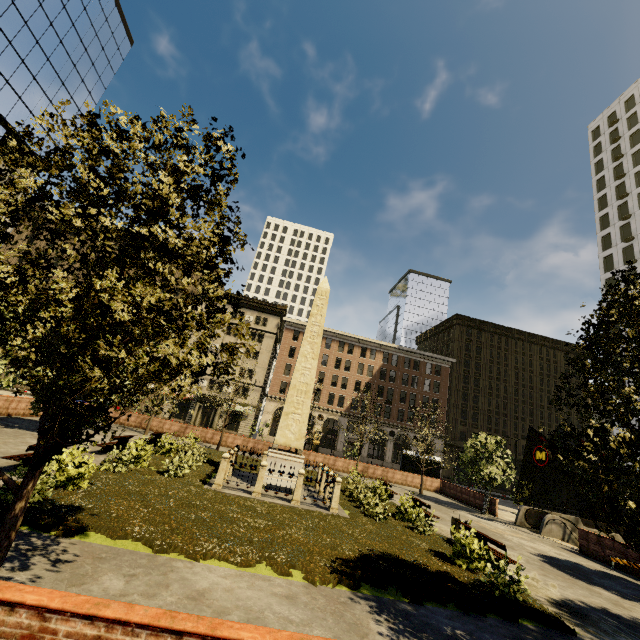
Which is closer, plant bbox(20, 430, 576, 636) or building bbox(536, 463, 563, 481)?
plant bbox(20, 430, 576, 636)

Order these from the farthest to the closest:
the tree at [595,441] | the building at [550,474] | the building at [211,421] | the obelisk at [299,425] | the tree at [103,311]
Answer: the building at [550,474], the building at [211,421], the obelisk at [299,425], the tree at [595,441], the tree at [103,311]

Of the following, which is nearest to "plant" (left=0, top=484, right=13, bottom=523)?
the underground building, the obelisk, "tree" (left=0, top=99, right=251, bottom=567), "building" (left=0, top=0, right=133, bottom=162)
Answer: "tree" (left=0, top=99, right=251, bottom=567)

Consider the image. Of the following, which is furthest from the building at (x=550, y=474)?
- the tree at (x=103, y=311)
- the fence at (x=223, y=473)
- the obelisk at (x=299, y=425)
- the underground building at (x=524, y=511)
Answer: the obelisk at (x=299, y=425)

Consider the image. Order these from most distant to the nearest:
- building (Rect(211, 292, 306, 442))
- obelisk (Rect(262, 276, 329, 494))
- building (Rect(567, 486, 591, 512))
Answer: building (Rect(567, 486, 591, 512))
building (Rect(211, 292, 306, 442))
obelisk (Rect(262, 276, 329, 494))

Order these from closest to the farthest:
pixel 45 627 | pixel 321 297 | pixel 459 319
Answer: pixel 45 627 < pixel 321 297 < pixel 459 319

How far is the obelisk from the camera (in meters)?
15.77
